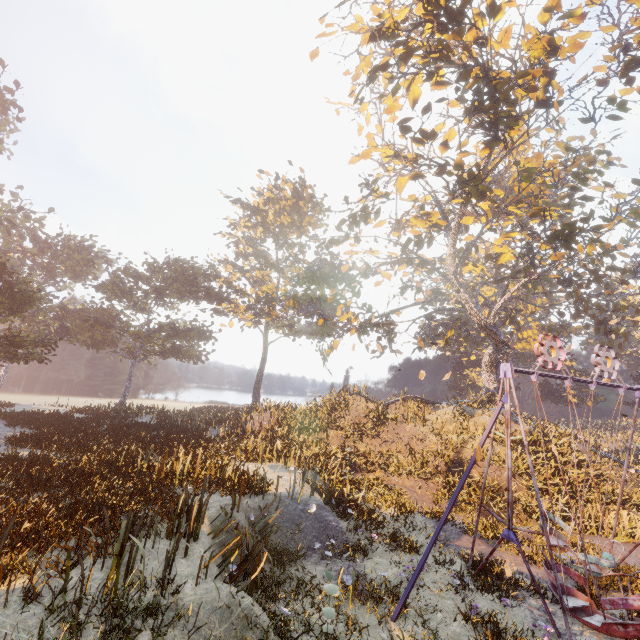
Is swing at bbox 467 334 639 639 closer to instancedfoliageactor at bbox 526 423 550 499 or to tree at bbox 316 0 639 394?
instancedfoliageactor at bbox 526 423 550 499

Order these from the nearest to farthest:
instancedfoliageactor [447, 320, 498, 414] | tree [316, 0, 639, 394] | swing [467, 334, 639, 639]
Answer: swing [467, 334, 639, 639] < tree [316, 0, 639, 394] < instancedfoliageactor [447, 320, 498, 414]

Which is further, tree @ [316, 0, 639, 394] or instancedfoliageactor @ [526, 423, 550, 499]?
instancedfoliageactor @ [526, 423, 550, 499]

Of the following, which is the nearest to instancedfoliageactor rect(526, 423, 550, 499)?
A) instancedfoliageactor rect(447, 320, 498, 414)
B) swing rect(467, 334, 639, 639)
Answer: swing rect(467, 334, 639, 639)

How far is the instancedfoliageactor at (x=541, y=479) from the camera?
15.4m

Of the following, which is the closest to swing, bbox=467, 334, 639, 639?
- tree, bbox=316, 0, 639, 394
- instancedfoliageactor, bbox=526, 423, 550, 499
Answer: instancedfoliageactor, bbox=526, 423, 550, 499

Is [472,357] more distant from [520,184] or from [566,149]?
[566,149]

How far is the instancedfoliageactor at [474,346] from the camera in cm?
2709
